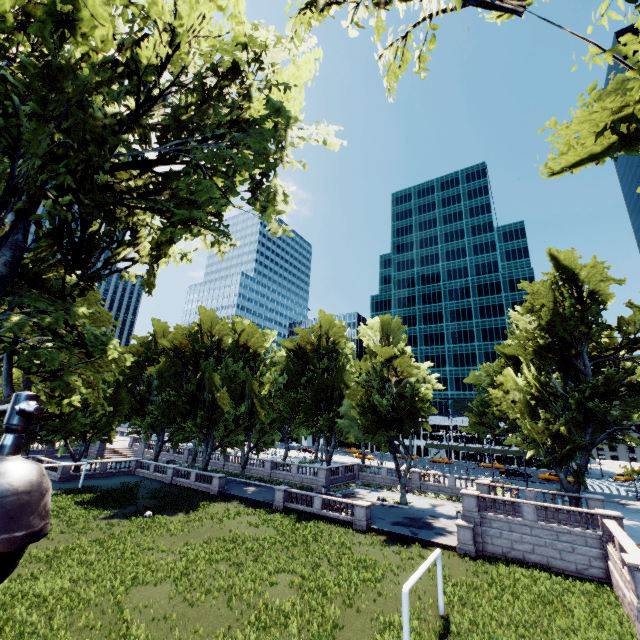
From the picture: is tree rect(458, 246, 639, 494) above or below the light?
above

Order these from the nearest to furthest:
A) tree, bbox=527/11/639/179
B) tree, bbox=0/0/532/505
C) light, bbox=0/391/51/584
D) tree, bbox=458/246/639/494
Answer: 1. light, bbox=0/391/51/584
2. tree, bbox=527/11/639/179
3. tree, bbox=0/0/532/505
4. tree, bbox=458/246/639/494

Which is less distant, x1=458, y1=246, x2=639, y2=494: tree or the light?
the light

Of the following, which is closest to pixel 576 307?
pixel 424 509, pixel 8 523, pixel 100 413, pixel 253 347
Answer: pixel 424 509

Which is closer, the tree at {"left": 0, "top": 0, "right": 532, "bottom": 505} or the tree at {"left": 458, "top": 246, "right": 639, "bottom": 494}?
the tree at {"left": 0, "top": 0, "right": 532, "bottom": 505}

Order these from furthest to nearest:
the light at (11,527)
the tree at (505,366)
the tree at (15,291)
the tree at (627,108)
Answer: the tree at (505,366) < the tree at (15,291) < the tree at (627,108) < the light at (11,527)

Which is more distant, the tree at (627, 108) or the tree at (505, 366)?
the tree at (505, 366)
